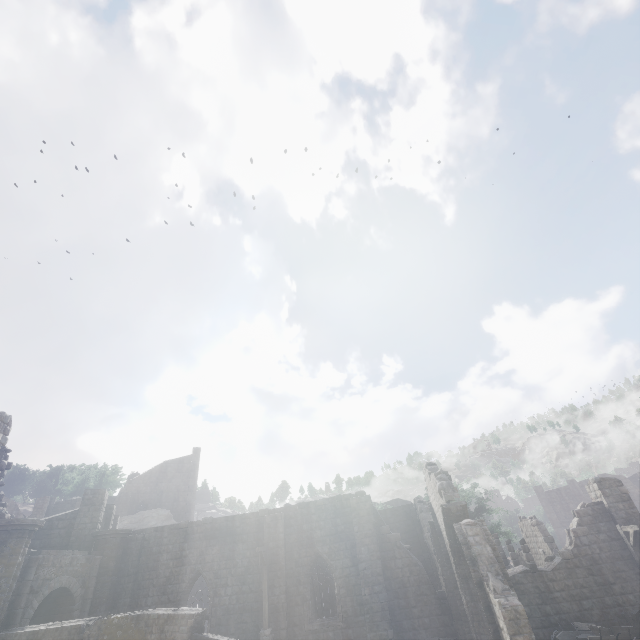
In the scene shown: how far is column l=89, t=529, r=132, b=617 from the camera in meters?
18.6

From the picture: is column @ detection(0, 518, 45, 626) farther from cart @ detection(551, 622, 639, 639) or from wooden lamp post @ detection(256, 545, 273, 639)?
cart @ detection(551, 622, 639, 639)

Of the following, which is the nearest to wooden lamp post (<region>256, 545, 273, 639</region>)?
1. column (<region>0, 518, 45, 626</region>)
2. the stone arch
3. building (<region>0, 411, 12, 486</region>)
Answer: building (<region>0, 411, 12, 486</region>)

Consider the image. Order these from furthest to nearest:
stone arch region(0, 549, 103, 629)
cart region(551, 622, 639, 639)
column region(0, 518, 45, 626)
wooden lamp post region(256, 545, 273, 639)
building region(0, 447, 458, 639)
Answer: building region(0, 447, 458, 639), wooden lamp post region(256, 545, 273, 639), stone arch region(0, 549, 103, 629), column region(0, 518, 45, 626), cart region(551, 622, 639, 639)

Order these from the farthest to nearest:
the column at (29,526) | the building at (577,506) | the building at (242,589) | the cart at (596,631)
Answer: the building at (242,589) < the building at (577,506) < the column at (29,526) < the cart at (596,631)

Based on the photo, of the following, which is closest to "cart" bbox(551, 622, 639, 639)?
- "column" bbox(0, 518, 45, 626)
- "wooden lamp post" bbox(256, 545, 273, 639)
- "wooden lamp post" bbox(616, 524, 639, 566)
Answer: "wooden lamp post" bbox(616, 524, 639, 566)

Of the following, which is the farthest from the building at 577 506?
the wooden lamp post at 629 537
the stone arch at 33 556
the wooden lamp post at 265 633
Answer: the wooden lamp post at 629 537

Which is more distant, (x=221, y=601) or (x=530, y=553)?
(x=530, y=553)
